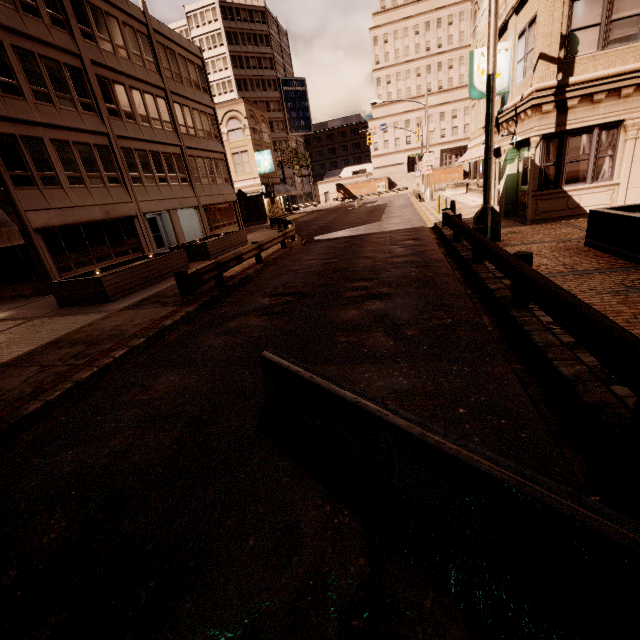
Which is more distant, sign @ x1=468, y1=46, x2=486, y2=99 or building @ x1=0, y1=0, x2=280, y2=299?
building @ x1=0, y1=0, x2=280, y2=299

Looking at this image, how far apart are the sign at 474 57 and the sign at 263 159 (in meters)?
27.28

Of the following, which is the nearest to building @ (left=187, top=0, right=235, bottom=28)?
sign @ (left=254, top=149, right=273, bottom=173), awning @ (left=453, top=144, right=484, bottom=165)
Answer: sign @ (left=254, top=149, right=273, bottom=173)

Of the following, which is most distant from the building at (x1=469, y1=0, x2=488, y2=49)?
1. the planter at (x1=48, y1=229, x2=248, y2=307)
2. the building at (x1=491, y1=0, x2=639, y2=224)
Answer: the planter at (x1=48, y1=229, x2=248, y2=307)

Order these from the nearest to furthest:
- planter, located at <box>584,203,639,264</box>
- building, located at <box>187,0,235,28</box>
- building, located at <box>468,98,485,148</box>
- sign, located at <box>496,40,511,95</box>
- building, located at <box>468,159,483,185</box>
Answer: planter, located at <box>584,203,639,264</box> → sign, located at <box>496,40,511,95</box> → building, located at <box>468,98,485,148</box> → building, located at <box>468,159,483,185</box> → building, located at <box>187,0,235,28</box>

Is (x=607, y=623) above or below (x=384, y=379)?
above

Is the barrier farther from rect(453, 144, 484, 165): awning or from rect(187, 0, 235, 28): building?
rect(187, 0, 235, 28): building

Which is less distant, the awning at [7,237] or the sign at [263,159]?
the awning at [7,237]
